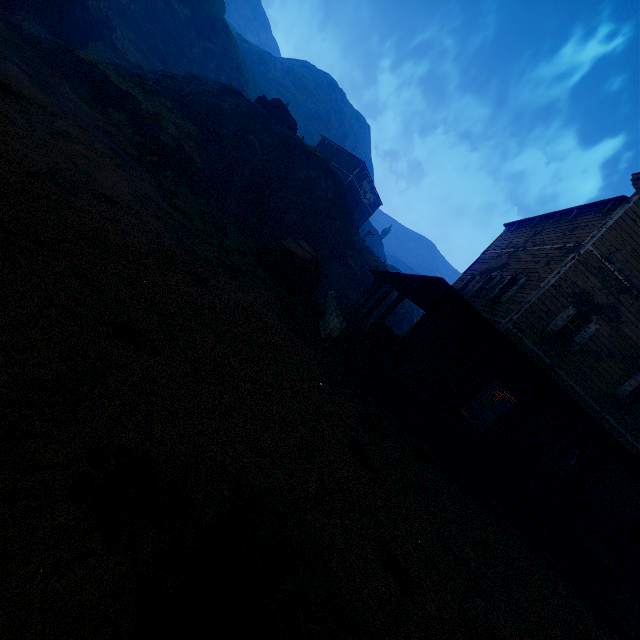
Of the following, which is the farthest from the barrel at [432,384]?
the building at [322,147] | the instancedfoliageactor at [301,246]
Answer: the instancedfoliageactor at [301,246]

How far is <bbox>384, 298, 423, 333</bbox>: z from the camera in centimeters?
3238cm

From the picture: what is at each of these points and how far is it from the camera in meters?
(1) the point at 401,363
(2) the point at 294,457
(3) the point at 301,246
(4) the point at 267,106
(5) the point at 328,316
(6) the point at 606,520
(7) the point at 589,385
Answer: (1) wooden box, 11.1
(2) z, 4.0
(3) instancedfoliageactor, 15.3
(4) instancedfoliageactor, 28.6
(5) fence, 12.8
(6) wooden box, 12.8
(7) building, 12.9

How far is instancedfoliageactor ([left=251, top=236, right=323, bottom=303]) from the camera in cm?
1348

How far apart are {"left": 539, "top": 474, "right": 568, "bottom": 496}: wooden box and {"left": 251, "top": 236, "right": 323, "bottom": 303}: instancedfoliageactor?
12.4 meters

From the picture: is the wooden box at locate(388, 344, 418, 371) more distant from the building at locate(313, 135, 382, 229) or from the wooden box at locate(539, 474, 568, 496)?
the wooden box at locate(539, 474, 568, 496)

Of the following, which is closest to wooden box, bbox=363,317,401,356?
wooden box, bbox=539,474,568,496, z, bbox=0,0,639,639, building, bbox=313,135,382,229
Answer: building, bbox=313,135,382,229

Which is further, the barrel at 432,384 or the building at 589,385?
the barrel at 432,384
